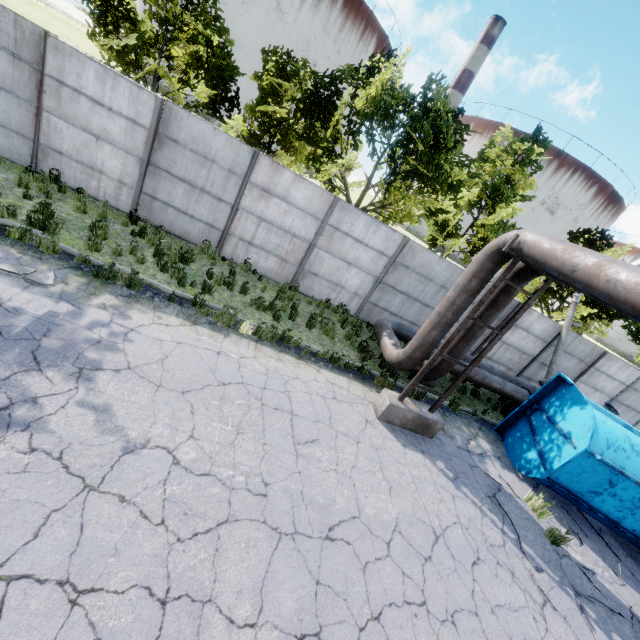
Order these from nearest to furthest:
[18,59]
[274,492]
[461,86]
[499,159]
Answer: [274,492], [18,59], [499,159], [461,86]

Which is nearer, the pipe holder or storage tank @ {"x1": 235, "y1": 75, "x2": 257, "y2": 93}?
the pipe holder

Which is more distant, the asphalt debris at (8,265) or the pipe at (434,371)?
the pipe at (434,371)

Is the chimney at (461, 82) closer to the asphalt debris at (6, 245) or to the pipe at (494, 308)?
the pipe at (494, 308)

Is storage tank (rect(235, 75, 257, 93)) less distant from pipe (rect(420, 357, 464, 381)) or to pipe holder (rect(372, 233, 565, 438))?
pipe (rect(420, 357, 464, 381))

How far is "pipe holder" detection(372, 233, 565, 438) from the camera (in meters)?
6.70

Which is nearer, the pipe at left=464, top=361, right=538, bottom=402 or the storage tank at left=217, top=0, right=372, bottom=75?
the pipe at left=464, top=361, right=538, bottom=402

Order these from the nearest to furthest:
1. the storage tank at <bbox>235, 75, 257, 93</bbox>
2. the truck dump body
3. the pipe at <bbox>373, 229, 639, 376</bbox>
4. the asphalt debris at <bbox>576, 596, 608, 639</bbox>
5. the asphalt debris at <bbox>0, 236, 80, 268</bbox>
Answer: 1. the pipe at <bbox>373, 229, 639, 376</bbox>
2. the asphalt debris at <bbox>576, 596, 608, 639</bbox>
3. the asphalt debris at <bbox>0, 236, 80, 268</bbox>
4. the truck dump body
5. the storage tank at <bbox>235, 75, 257, 93</bbox>
